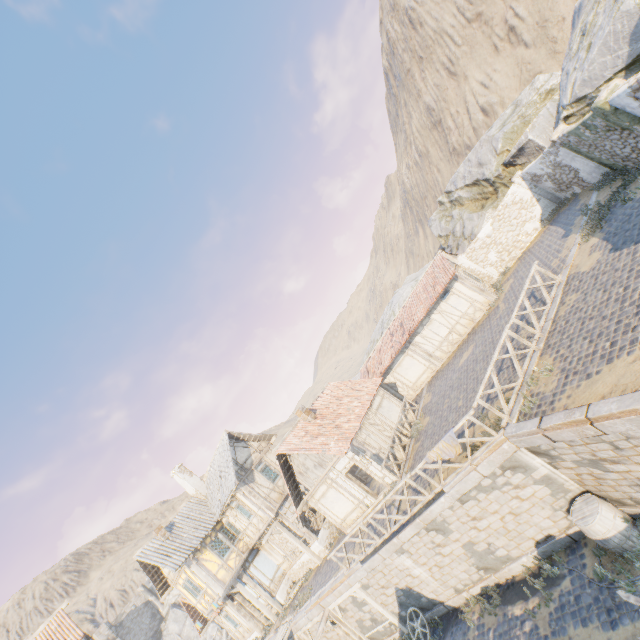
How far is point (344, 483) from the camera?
17.38m

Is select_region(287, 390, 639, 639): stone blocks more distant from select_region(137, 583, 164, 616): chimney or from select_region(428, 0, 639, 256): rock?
select_region(137, 583, 164, 616): chimney

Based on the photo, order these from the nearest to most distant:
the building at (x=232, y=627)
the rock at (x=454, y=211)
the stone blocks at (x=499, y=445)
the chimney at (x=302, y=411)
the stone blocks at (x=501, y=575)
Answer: the stone blocks at (x=499, y=445), the stone blocks at (x=501, y=575), the rock at (x=454, y=211), the chimney at (x=302, y=411), the building at (x=232, y=627)

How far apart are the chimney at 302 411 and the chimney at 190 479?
11.73m

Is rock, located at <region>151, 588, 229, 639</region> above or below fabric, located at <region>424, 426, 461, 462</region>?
above

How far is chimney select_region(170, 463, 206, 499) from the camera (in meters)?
24.86

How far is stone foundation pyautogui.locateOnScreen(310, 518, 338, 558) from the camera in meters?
19.9

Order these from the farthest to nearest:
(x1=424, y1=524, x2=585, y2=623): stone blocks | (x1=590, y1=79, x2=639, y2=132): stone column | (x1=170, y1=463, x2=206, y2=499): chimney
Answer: (x1=170, y1=463, x2=206, y2=499): chimney, (x1=424, y1=524, x2=585, y2=623): stone blocks, (x1=590, y1=79, x2=639, y2=132): stone column
